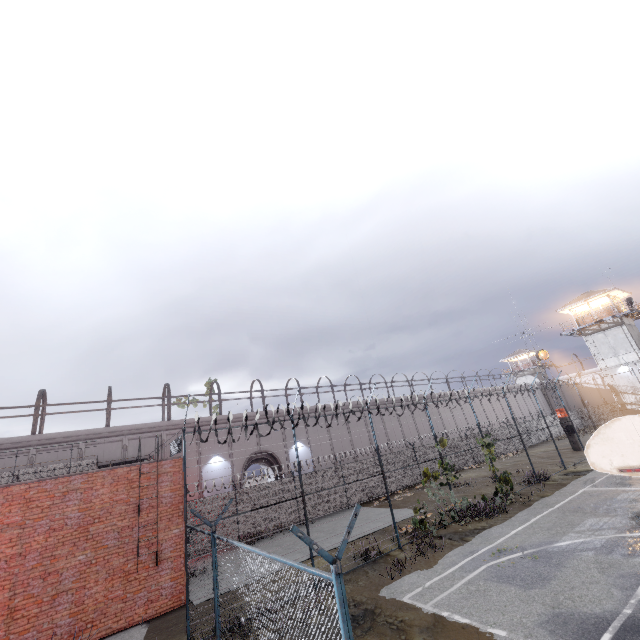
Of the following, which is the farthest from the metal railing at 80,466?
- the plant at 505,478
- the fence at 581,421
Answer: the plant at 505,478

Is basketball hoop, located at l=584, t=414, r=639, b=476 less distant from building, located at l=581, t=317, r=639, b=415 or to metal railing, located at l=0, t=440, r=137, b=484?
metal railing, located at l=0, t=440, r=137, b=484

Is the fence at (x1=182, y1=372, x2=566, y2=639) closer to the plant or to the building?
the plant

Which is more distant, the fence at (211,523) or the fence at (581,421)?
the fence at (581,421)

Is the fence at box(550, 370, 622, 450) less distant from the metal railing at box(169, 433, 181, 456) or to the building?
the metal railing at box(169, 433, 181, 456)

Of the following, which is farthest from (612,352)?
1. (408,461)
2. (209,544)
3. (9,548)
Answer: (9,548)

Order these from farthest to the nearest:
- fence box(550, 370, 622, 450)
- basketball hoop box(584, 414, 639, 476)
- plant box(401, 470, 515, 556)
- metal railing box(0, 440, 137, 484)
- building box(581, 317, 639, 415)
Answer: building box(581, 317, 639, 415), fence box(550, 370, 622, 450), plant box(401, 470, 515, 556), metal railing box(0, 440, 137, 484), basketball hoop box(584, 414, 639, 476)

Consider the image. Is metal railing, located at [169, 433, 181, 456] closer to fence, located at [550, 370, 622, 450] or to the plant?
fence, located at [550, 370, 622, 450]
